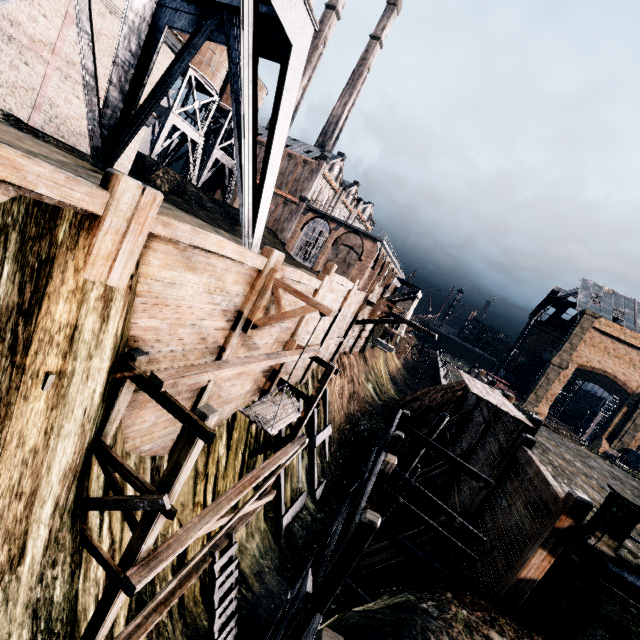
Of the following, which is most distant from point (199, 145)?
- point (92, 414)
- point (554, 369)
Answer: point (554, 369)

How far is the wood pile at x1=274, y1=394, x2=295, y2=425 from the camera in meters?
9.8 m

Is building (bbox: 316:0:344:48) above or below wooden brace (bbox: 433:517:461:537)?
above

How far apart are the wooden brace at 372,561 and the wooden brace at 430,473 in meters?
4.8 m

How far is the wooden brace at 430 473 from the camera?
17.89m

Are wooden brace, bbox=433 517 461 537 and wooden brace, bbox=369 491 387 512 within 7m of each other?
yes

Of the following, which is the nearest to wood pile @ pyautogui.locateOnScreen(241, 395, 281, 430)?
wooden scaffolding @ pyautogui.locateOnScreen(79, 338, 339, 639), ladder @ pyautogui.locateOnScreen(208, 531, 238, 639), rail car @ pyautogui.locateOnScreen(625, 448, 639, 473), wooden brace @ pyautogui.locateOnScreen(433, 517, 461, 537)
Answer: wooden scaffolding @ pyautogui.locateOnScreen(79, 338, 339, 639)

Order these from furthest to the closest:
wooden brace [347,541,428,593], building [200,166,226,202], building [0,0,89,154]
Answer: building [200,166,226,202] < building [0,0,89,154] < wooden brace [347,541,428,593]
